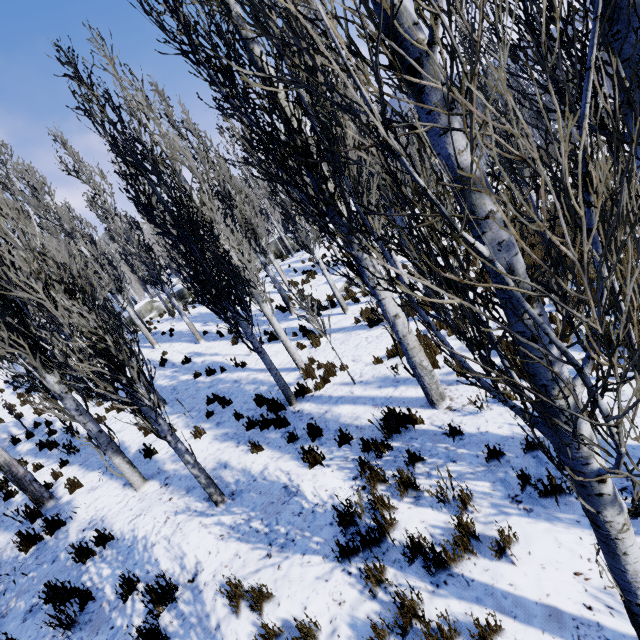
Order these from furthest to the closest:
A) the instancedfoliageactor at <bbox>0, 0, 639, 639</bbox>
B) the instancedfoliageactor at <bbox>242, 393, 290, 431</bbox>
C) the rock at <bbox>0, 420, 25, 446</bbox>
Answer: the rock at <bbox>0, 420, 25, 446</bbox> < the instancedfoliageactor at <bbox>242, 393, 290, 431</bbox> < the instancedfoliageactor at <bbox>0, 0, 639, 639</bbox>

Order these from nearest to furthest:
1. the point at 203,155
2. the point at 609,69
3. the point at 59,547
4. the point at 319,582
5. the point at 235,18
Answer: the point at 319,582 → the point at 235,18 → the point at 59,547 → the point at 203,155 → the point at 609,69

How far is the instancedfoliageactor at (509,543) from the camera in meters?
3.1 m

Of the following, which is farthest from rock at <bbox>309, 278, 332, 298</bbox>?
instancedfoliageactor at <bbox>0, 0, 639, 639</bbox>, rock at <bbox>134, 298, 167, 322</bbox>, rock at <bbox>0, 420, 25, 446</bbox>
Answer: rock at <bbox>0, 420, 25, 446</bbox>

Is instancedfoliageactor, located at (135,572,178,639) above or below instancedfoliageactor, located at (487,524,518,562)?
above

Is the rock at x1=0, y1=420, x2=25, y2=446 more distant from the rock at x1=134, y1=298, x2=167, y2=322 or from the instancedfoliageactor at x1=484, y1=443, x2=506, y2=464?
the rock at x1=134, y1=298, x2=167, y2=322

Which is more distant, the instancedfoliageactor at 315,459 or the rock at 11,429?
the rock at 11,429
